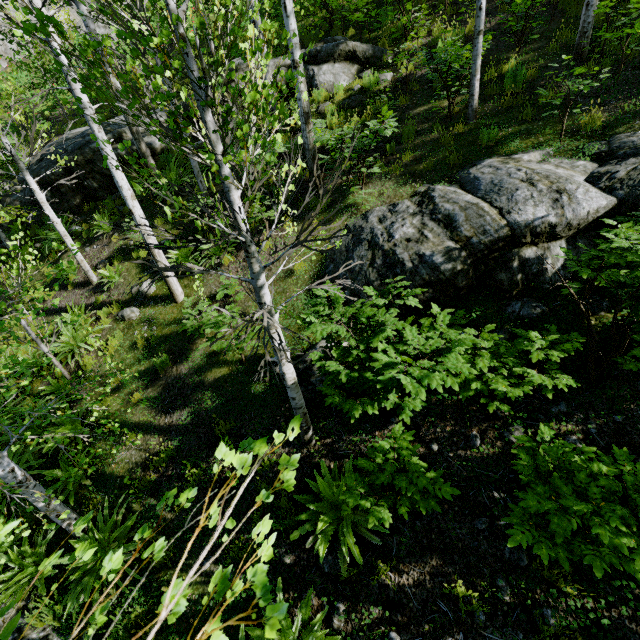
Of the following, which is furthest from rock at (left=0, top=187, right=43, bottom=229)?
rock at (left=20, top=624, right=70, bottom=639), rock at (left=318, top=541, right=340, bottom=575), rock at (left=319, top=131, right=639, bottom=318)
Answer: rock at (left=318, top=541, right=340, bottom=575)

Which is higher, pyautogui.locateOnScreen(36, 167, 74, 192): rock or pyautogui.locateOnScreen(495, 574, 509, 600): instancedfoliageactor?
pyautogui.locateOnScreen(36, 167, 74, 192): rock

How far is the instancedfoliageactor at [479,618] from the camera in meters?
3.1 m

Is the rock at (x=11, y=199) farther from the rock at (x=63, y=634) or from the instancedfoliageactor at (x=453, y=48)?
the rock at (x=63, y=634)

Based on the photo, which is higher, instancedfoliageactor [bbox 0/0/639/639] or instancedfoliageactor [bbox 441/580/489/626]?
instancedfoliageactor [bbox 441/580/489/626]

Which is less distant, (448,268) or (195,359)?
(448,268)

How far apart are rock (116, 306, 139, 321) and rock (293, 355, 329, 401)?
4.82m
